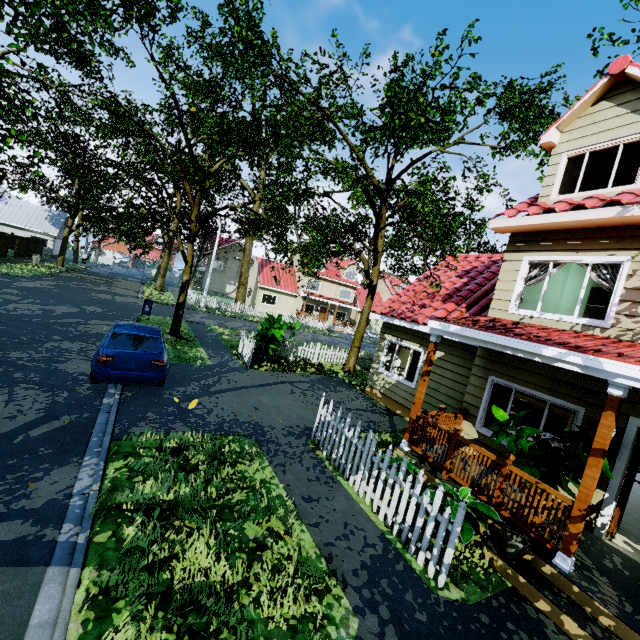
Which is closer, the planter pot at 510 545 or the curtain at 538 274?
the planter pot at 510 545

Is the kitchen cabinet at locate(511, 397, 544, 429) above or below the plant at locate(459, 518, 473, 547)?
above

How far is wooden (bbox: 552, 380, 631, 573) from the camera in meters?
4.4

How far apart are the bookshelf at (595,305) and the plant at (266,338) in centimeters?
1042cm

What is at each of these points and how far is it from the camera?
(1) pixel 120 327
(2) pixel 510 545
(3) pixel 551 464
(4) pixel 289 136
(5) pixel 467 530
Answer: (1) car, 8.89m
(2) planter pot, 4.76m
(3) plant, 5.51m
(4) tree, 16.64m
(5) plant, 5.07m

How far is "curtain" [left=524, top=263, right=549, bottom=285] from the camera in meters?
7.4

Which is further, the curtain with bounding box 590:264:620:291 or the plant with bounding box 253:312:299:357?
the plant with bounding box 253:312:299:357

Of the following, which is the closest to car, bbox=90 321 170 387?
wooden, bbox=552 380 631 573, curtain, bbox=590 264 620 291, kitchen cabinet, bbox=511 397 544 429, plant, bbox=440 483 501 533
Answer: plant, bbox=440 483 501 533
